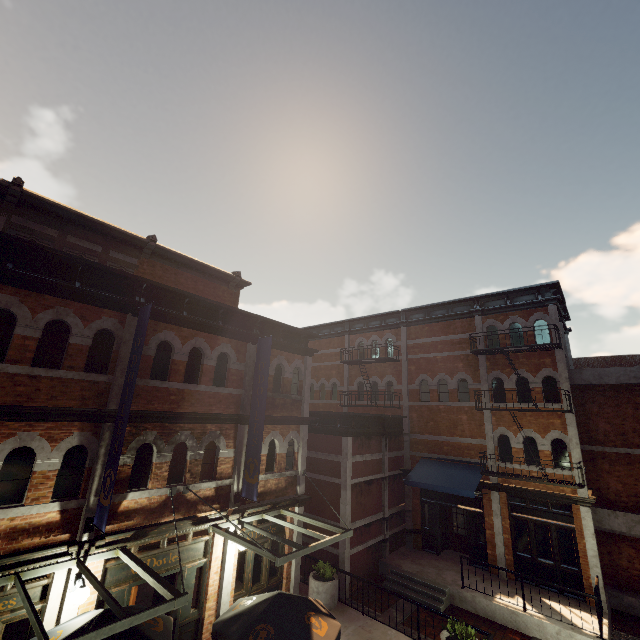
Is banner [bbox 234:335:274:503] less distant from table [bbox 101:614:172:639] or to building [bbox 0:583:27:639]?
building [bbox 0:583:27:639]

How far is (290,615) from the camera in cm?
672

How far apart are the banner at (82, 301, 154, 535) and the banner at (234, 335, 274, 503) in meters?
3.9

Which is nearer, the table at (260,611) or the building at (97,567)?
the table at (260,611)

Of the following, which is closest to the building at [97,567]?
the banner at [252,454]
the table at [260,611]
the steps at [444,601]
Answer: the banner at [252,454]

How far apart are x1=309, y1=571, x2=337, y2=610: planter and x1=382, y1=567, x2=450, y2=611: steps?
2.5m

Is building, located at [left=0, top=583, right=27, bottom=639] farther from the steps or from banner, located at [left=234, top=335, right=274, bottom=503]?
the steps

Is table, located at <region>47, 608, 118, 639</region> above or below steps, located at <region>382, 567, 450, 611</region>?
above
